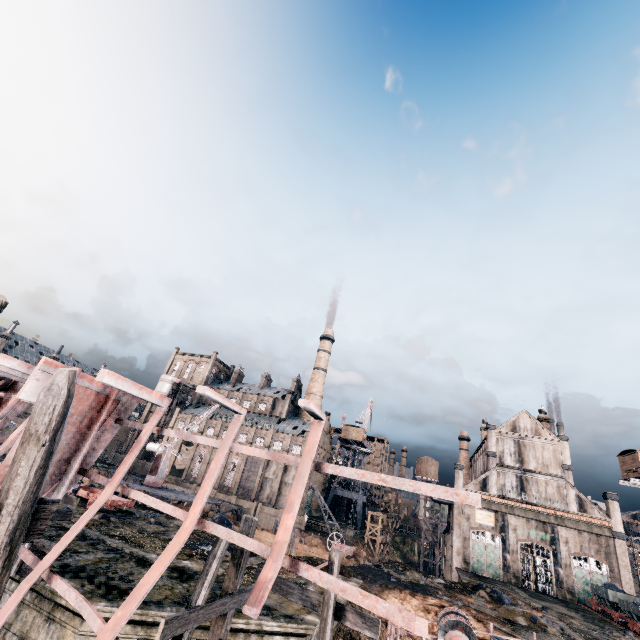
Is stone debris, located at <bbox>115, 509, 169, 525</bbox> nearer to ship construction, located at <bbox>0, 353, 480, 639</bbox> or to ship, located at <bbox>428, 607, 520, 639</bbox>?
ship construction, located at <bbox>0, 353, 480, 639</bbox>

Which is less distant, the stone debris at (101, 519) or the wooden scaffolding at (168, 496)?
the stone debris at (101, 519)

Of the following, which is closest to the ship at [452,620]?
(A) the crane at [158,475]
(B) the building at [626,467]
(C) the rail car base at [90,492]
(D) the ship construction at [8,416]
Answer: (D) the ship construction at [8,416]

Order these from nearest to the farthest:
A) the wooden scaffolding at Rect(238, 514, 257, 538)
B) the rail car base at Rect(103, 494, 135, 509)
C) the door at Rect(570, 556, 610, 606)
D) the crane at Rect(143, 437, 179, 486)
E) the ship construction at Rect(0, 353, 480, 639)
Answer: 1. the ship construction at Rect(0, 353, 480, 639)
2. the wooden scaffolding at Rect(238, 514, 257, 538)
3. the rail car base at Rect(103, 494, 135, 509)
4. the crane at Rect(143, 437, 179, 486)
5. the door at Rect(570, 556, 610, 606)

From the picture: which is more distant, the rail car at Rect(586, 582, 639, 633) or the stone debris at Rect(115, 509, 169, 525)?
the rail car at Rect(586, 582, 639, 633)

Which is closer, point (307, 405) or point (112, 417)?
point (307, 405)

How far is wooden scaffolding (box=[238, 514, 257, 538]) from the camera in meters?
9.8

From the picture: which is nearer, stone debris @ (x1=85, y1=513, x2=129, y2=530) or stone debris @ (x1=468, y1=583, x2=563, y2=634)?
stone debris @ (x1=85, y1=513, x2=129, y2=530)
